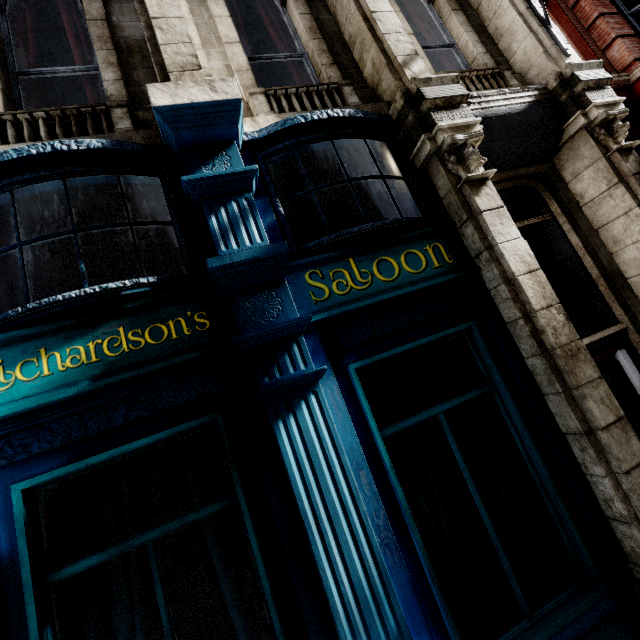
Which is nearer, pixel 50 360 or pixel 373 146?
pixel 50 360
